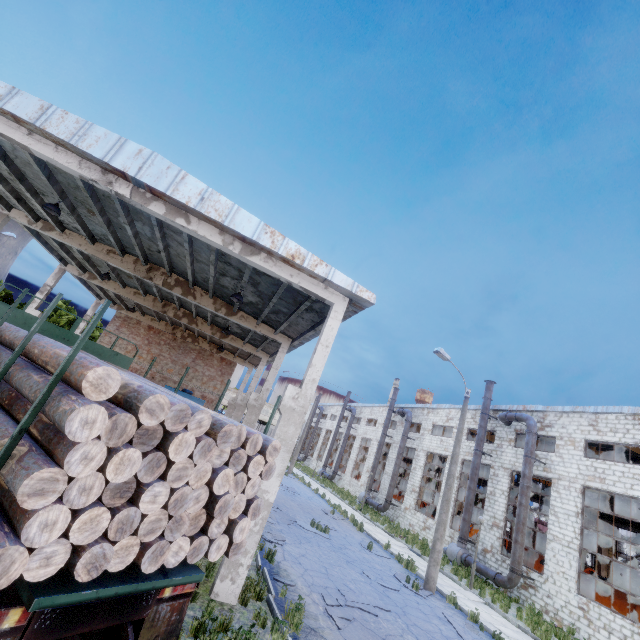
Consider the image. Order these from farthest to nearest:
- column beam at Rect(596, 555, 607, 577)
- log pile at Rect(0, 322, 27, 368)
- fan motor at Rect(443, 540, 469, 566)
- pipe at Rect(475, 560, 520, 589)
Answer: column beam at Rect(596, 555, 607, 577) < fan motor at Rect(443, 540, 469, 566) < pipe at Rect(475, 560, 520, 589) < log pile at Rect(0, 322, 27, 368)

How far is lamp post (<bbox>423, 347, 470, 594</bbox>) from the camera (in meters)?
13.57

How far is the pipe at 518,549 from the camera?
17.9 meters

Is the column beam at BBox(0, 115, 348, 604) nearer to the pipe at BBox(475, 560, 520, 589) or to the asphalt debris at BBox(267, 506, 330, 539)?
the asphalt debris at BBox(267, 506, 330, 539)

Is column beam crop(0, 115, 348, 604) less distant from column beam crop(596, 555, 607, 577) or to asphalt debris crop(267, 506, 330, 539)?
asphalt debris crop(267, 506, 330, 539)

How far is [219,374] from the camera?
27.7 meters

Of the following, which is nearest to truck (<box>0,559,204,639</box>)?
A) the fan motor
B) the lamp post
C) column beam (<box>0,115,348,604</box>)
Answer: column beam (<box>0,115,348,604</box>)
